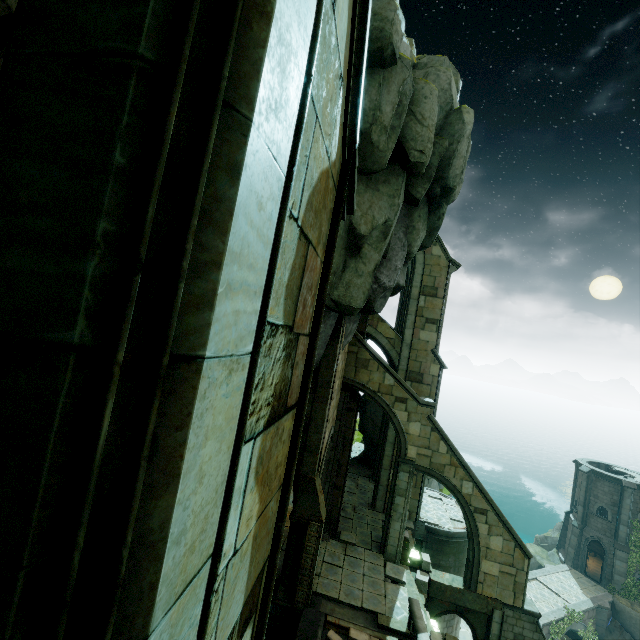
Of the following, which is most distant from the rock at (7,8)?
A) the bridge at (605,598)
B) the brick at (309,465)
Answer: the brick at (309,465)

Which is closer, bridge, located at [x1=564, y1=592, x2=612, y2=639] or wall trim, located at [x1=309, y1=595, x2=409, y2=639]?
wall trim, located at [x1=309, y1=595, x2=409, y2=639]

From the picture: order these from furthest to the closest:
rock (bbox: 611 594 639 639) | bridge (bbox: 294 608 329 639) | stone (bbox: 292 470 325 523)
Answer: rock (bbox: 611 594 639 639) → stone (bbox: 292 470 325 523) → bridge (bbox: 294 608 329 639)

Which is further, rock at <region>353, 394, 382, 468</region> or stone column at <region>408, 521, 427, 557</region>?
rock at <region>353, 394, 382, 468</region>

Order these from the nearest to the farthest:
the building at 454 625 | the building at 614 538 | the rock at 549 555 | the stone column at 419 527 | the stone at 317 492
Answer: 1. the stone at 317 492
2. the stone column at 419 527
3. the building at 454 625
4. the building at 614 538
5. the rock at 549 555

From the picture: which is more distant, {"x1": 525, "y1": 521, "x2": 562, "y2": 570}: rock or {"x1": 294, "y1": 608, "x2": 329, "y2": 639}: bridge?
{"x1": 525, "y1": 521, "x2": 562, "y2": 570}: rock

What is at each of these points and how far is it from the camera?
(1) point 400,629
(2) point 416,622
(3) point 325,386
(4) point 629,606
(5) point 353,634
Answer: (1) stone column, 11.2m
(2) bridge railing, 10.1m
(3) stone column, 12.2m
(4) rock, 26.8m
(5) brick, 10.8m

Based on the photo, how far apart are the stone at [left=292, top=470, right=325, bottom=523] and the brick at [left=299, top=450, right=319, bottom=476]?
0.01m
